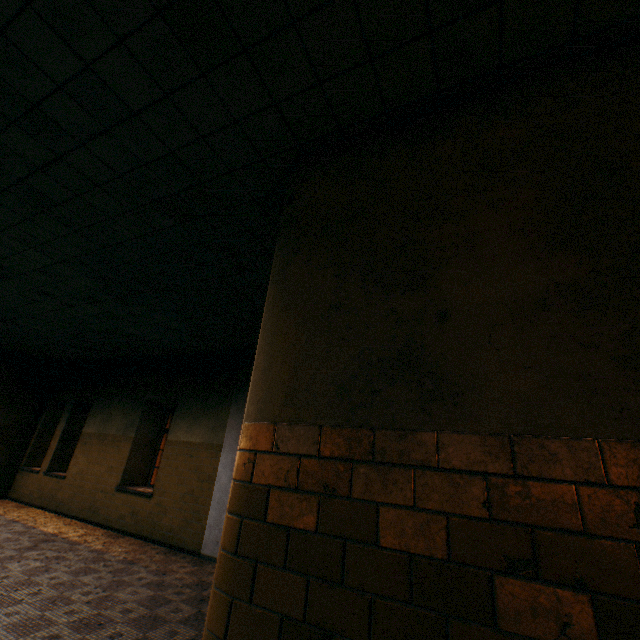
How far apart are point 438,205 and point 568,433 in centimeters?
123cm
